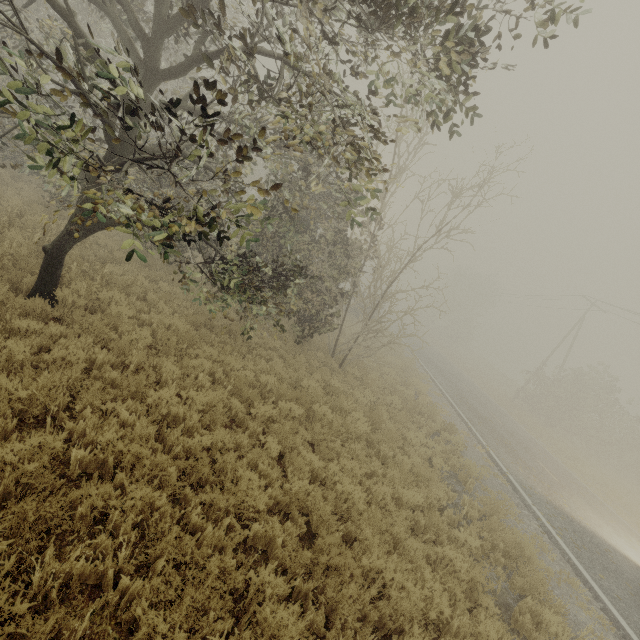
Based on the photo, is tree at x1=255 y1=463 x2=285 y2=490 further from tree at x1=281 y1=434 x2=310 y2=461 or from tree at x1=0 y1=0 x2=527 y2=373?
tree at x1=0 y1=0 x2=527 y2=373

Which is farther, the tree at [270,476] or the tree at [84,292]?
the tree at [84,292]

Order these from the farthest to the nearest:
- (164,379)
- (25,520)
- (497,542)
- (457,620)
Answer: (497,542) < (164,379) < (457,620) < (25,520)

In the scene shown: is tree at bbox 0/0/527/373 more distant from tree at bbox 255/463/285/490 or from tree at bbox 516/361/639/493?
tree at bbox 516/361/639/493

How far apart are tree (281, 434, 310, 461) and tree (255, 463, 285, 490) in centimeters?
107cm

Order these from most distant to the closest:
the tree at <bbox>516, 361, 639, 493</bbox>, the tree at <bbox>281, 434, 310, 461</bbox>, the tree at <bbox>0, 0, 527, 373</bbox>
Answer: the tree at <bbox>516, 361, 639, 493</bbox>
the tree at <bbox>281, 434, 310, 461</bbox>
the tree at <bbox>0, 0, 527, 373</bbox>

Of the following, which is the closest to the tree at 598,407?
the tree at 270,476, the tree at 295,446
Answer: the tree at 295,446

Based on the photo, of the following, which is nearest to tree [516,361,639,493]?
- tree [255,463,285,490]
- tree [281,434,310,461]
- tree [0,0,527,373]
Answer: tree [0,0,527,373]
